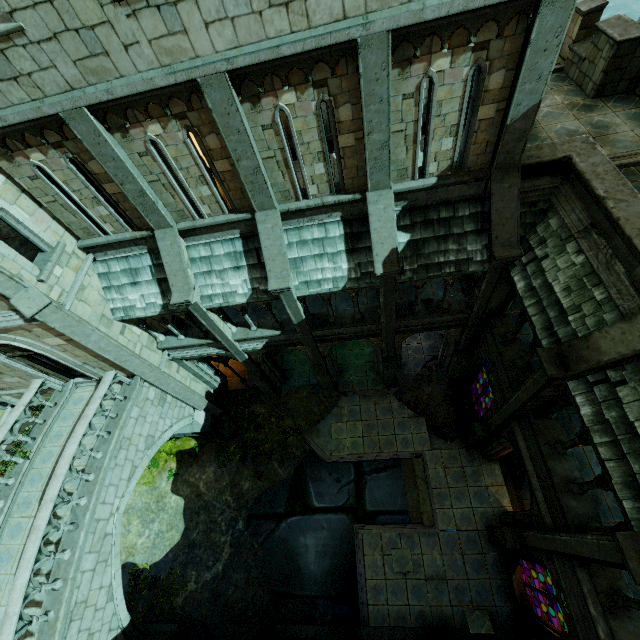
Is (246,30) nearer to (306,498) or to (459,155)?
(459,155)

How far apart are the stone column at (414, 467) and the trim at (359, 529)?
0.01m

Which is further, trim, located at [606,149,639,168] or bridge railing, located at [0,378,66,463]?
bridge railing, located at [0,378,66,463]

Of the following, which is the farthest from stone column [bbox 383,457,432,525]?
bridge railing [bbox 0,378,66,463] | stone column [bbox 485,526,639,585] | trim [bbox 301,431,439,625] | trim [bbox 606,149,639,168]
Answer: trim [bbox 606,149,639,168]

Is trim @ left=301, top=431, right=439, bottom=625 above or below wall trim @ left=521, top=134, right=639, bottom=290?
below

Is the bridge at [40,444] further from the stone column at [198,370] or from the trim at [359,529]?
the trim at [359,529]

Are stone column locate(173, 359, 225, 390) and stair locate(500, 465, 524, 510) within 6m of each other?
no

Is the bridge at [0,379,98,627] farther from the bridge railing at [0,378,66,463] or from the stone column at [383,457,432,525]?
the stone column at [383,457,432,525]
